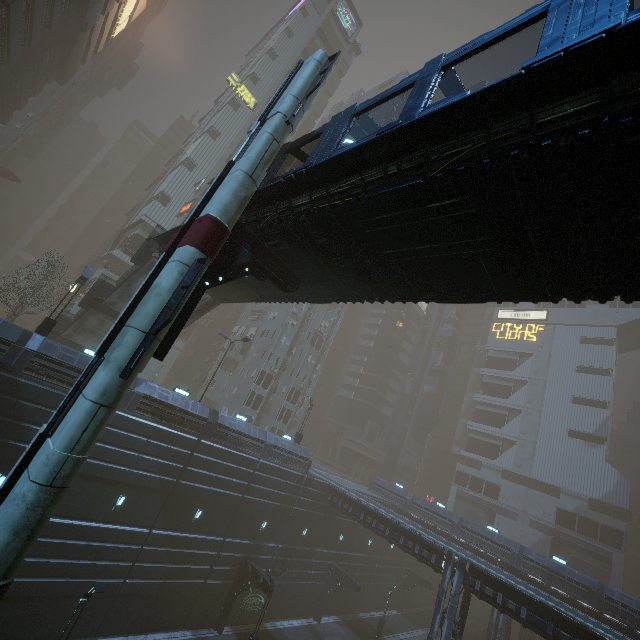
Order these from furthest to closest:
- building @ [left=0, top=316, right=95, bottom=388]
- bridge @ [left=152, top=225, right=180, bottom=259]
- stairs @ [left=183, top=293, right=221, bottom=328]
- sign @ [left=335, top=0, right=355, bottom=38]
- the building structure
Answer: sign @ [left=335, top=0, right=355, bottom=38] → stairs @ [left=183, top=293, right=221, bottom=328] → building @ [left=0, top=316, right=95, bottom=388] → bridge @ [left=152, top=225, right=180, bottom=259] → the building structure

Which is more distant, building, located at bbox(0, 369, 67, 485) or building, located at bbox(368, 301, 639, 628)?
building, located at bbox(368, 301, 639, 628)

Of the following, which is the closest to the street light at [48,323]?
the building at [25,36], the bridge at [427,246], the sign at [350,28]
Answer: the building at [25,36]

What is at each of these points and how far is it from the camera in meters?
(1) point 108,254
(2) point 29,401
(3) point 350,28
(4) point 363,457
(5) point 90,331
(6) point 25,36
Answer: (1) building, 35.7 m
(2) building, 16.5 m
(3) sign, 56.4 m
(4) building, 59.4 m
(5) stairs, 24.6 m
(6) building, 31.0 m

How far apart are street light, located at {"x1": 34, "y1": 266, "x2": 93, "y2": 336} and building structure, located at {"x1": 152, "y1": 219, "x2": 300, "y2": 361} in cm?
1463

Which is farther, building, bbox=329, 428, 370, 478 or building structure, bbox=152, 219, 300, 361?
building, bbox=329, 428, 370, 478

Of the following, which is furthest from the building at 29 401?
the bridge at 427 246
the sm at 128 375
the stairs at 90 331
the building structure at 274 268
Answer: the building structure at 274 268

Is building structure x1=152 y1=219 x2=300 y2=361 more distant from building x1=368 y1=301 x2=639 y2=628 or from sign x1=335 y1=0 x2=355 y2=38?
sign x1=335 y1=0 x2=355 y2=38
